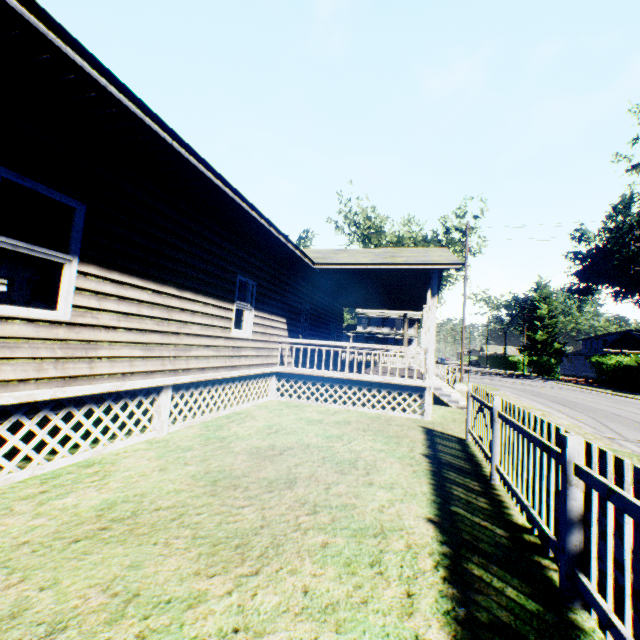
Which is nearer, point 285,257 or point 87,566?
point 87,566

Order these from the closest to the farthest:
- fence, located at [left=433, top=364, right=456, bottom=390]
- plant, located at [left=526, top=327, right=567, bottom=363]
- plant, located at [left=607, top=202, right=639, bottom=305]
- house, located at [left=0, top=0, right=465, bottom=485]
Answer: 1. house, located at [left=0, top=0, right=465, bottom=485]
2. fence, located at [left=433, top=364, right=456, bottom=390]
3. plant, located at [left=607, top=202, right=639, bottom=305]
4. plant, located at [left=526, top=327, right=567, bottom=363]

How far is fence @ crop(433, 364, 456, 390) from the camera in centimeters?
1683cm

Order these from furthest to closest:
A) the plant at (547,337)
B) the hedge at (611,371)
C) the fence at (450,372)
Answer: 1. the plant at (547,337)
2. the hedge at (611,371)
3. the fence at (450,372)

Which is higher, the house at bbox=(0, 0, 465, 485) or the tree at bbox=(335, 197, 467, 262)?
the tree at bbox=(335, 197, 467, 262)

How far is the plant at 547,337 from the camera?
57.88m

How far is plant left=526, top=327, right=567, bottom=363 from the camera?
57.9 meters

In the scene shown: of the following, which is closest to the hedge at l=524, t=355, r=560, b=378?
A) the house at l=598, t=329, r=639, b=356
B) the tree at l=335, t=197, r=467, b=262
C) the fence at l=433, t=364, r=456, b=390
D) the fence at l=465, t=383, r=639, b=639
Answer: the house at l=598, t=329, r=639, b=356
